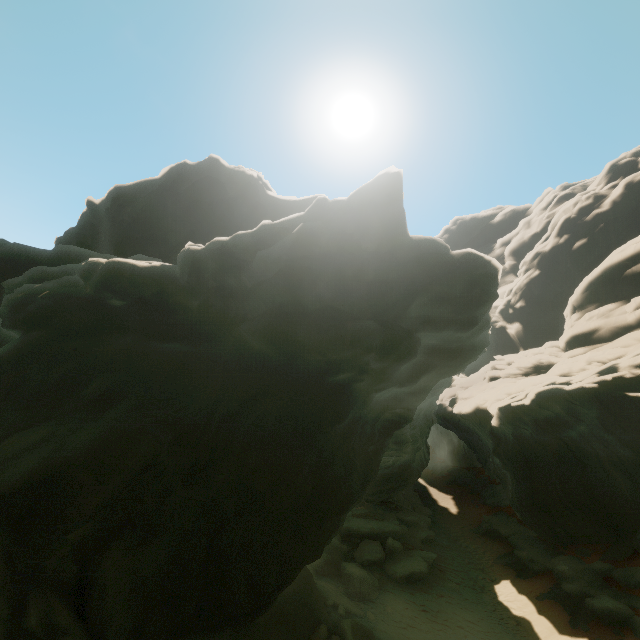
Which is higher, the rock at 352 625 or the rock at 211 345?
the rock at 211 345

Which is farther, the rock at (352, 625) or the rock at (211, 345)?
the rock at (352, 625)

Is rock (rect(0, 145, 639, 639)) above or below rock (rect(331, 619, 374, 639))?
above

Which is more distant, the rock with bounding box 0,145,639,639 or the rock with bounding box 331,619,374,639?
the rock with bounding box 331,619,374,639

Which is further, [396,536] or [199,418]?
[396,536]
